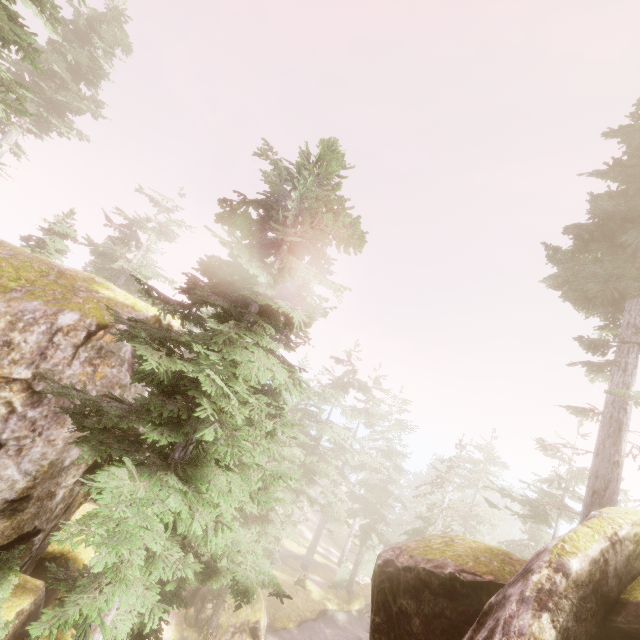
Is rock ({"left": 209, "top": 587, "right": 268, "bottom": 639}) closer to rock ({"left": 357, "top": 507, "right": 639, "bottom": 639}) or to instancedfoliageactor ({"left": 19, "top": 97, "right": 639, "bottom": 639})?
instancedfoliageactor ({"left": 19, "top": 97, "right": 639, "bottom": 639})

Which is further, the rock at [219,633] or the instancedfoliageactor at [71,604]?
the rock at [219,633]

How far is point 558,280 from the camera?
13.2 meters

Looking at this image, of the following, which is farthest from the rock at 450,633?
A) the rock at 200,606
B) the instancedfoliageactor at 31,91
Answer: the rock at 200,606

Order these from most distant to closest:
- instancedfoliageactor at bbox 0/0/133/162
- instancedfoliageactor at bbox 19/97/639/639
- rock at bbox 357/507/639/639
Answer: instancedfoliageactor at bbox 0/0/133/162
instancedfoliageactor at bbox 19/97/639/639
rock at bbox 357/507/639/639

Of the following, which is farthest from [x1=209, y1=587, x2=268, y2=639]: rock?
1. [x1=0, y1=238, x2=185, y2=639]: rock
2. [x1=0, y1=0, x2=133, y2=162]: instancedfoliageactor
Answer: [x1=0, y1=238, x2=185, y2=639]: rock

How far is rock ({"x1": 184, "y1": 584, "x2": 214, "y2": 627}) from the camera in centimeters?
2233cm
